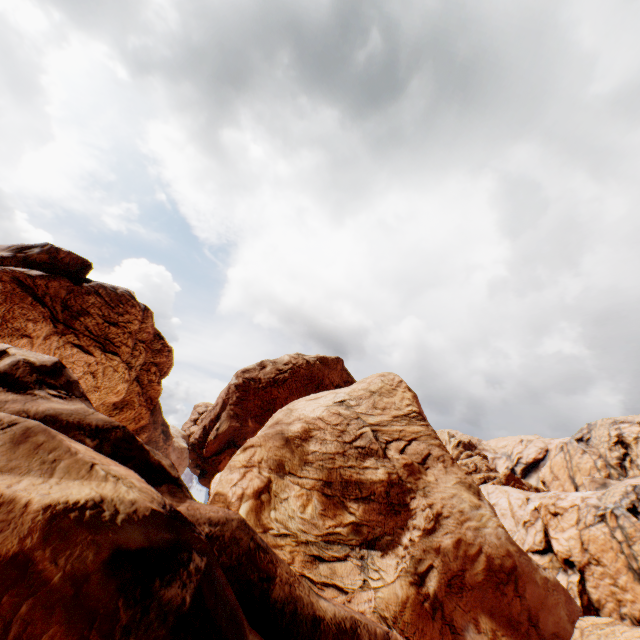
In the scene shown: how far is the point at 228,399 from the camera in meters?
50.2 m
